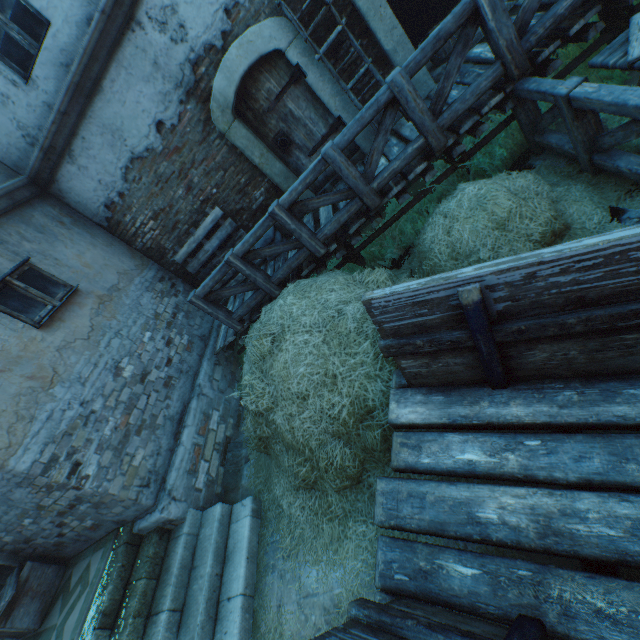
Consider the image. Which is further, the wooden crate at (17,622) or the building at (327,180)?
the building at (327,180)

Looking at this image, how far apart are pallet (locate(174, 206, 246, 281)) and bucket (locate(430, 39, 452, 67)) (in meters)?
4.20

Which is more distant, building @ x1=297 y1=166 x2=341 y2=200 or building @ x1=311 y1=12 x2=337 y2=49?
building @ x1=297 y1=166 x2=341 y2=200

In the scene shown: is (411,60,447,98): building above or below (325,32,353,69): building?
below

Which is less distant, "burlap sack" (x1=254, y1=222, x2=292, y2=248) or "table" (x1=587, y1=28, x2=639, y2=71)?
"table" (x1=587, y1=28, x2=639, y2=71)

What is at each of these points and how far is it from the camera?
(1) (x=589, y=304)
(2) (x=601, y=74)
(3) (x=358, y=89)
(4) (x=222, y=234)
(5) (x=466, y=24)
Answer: (1) cart, 1.46m
(2) plants, 3.77m
(3) building, 5.19m
(4) pallet, 6.39m
(5) fence, 3.24m

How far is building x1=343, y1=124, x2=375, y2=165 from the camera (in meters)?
5.52

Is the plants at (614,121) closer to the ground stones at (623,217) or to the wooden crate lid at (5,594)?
the ground stones at (623,217)
